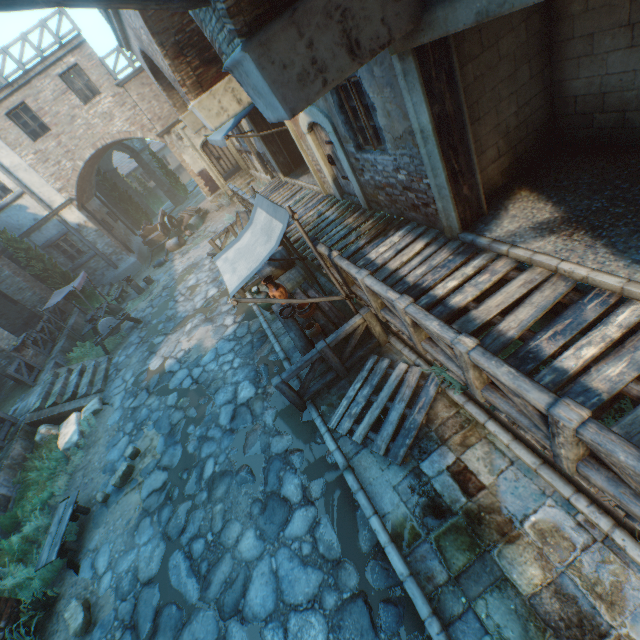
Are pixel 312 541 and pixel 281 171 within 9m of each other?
no

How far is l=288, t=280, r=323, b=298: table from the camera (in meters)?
7.16

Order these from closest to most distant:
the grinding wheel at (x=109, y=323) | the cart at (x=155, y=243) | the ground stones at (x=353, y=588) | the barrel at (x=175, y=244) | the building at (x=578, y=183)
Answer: the building at (x=578, y=183)
the ground stones at (x=353, y=588)
the grinding wheel at (x=109, y=323)
the barrel at (x=175, y=244)
the cart at (x=155, y=243)

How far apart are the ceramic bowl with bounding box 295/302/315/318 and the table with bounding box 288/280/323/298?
0.0m

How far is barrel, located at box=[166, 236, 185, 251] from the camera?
18.5 meters

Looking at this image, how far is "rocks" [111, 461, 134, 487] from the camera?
7.2m

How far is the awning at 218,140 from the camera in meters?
8.7

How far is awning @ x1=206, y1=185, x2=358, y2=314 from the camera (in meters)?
4.93
